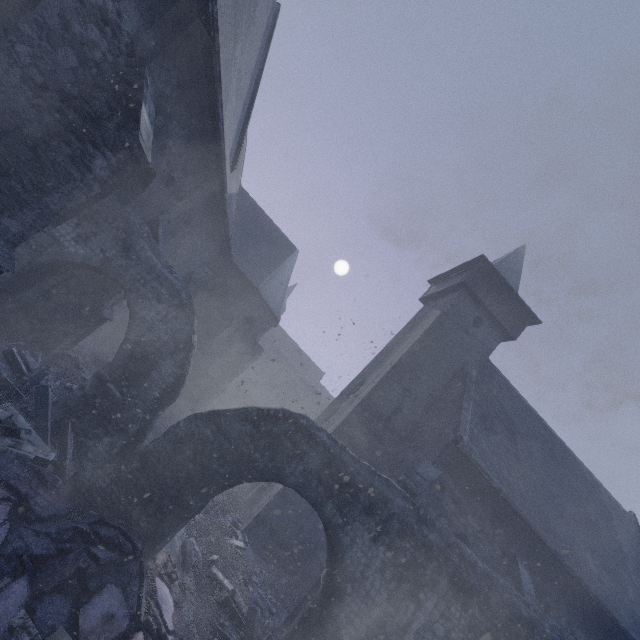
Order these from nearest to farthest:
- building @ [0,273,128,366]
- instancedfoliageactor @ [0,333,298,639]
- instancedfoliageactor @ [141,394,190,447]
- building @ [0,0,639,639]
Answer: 1. instancedfoliageactor @ [0,333,298,639]
2. building @ [0,0,639,639]
3. building @ [0,273,128,366]
4. instancedfoliageactor @ [141,394,190,447]

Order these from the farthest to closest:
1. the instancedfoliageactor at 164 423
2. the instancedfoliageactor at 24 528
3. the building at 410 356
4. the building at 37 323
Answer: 1. the instancedfoliageactor at 164 423
2. the building at 37 323
3. the building at 410 356
4. the instancedfoliageactor at 24 528

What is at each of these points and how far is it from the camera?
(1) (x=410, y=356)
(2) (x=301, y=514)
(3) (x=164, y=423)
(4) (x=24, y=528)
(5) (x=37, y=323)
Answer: (1) building, 13.8m
(2) building, 11.6m
(3) instancedfoliageactor, 12.6m
(4) instancedfoliageactor, 4.1m
(5) building, 8.2m

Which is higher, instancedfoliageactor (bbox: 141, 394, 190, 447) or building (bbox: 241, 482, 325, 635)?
building (bbox: 241, 482, 325, 635)

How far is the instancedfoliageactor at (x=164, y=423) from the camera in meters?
10.3 m

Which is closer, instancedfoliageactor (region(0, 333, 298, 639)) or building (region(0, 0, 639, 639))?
instancedfoliageactor (region(0, 333, 298, 639))

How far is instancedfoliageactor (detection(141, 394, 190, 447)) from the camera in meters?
10.3
